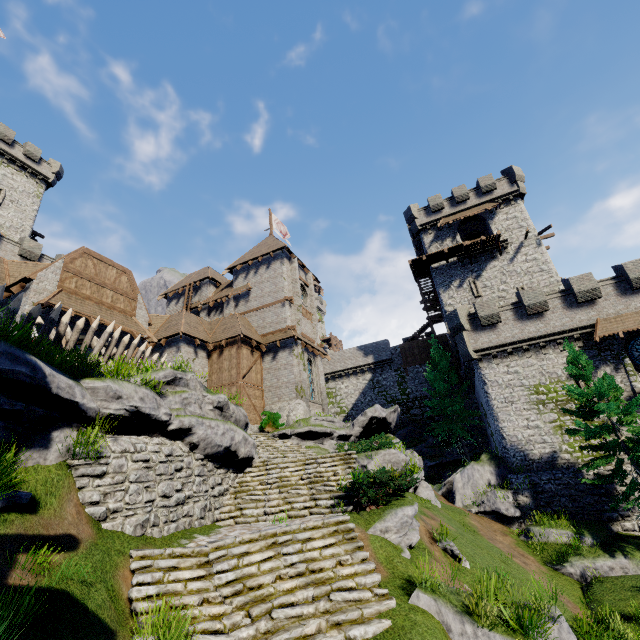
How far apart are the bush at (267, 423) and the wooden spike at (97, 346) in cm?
1088

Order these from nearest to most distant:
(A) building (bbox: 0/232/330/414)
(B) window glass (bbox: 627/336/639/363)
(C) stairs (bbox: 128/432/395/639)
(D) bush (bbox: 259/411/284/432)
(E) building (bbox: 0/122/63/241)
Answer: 1. (C) stairs (bbox: 128/432/395/639)
2. (A) building (bbox: 0/232/330/414)
3. (B) window glass (bbox: 627/336/639/363)
4. (D) bush (bbox: 259/411/284/432)
5. (E) building (bbox: 0/122/63/241)

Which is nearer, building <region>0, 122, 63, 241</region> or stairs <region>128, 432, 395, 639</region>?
stairs <region>128, 432, 395, 639</region>

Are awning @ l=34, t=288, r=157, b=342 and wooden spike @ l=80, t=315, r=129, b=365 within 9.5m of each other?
yes

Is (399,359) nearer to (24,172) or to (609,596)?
(609,596)

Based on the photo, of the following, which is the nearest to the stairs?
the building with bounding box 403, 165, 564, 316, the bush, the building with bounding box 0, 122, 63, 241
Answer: the bush

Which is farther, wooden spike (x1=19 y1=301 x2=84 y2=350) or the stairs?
wooden spike (x1=19 y1=301 x2=84 y2=350)

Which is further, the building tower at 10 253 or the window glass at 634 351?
the building tower at 10 253
